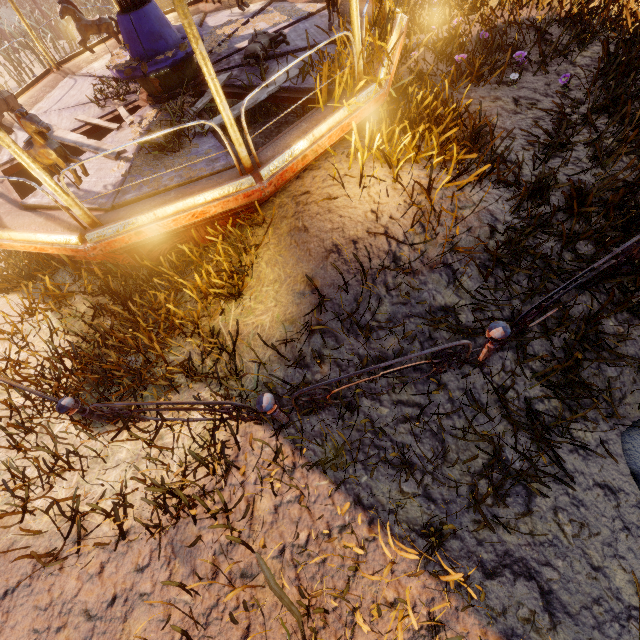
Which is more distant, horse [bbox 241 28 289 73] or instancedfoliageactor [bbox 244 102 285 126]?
instancedfoliageactor [bbox 244 102 285 126]

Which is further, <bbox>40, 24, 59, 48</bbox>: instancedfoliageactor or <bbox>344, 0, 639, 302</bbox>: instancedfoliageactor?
<bbox>40, 24, 59, 48</bbox>: instancedfoliageactor

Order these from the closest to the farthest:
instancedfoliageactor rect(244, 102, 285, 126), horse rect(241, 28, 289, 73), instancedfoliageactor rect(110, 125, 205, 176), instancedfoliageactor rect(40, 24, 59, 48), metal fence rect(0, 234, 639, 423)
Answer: metal fence rect(0, 234, 639, 423) → instancedfoliageactor rect(110, 125, 205, 176) → horse rect(241, 28, 289, 73) → instancedfoliageactor rect(244, 102, 285, 126) → instancedfoliageactor rect(40, 24, 59, 48)

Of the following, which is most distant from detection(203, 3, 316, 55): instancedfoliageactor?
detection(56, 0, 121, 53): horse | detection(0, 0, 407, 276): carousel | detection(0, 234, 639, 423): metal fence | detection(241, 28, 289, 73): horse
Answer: detection(0, 234, 639, 423): metal fence

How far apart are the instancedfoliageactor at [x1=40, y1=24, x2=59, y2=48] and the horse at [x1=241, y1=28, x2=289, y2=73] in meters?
12.6 m

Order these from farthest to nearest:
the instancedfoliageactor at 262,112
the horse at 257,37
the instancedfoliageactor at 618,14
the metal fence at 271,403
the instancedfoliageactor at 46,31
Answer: the instancedfoliageactor at 46,31, the instancedfoliageactor at 262,112, the horse at 257,37, the instancedfoliageactor at 618,14, the metal fence at 271,403

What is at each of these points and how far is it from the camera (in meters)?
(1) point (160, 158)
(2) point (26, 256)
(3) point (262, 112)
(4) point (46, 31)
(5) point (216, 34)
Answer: (1) instancedfoliageactor, 4.37
(2) instancedfoliageactor, 6.38
(3) instancedfoliageactor, 6.12
(4) instancedfoliageactor, 11.11
(5) instancedfoliageactor, 6.52

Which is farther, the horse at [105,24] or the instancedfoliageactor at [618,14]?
the horse at [105,24]
